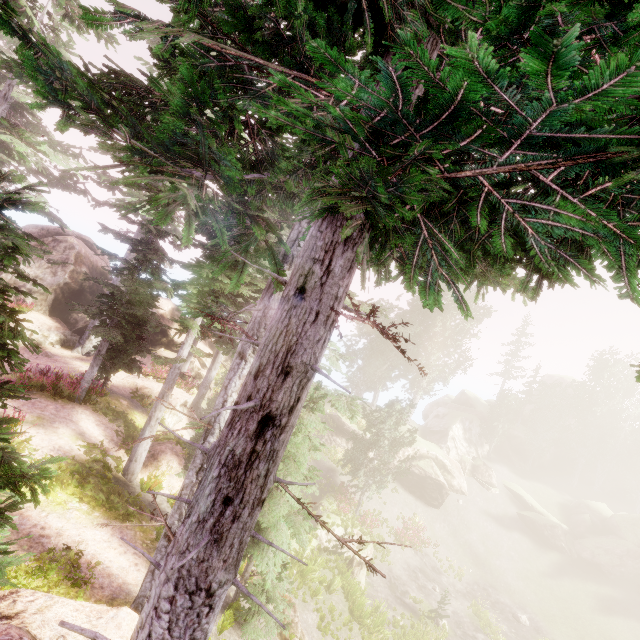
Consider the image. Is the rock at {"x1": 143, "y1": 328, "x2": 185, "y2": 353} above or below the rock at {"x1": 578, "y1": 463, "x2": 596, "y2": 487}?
below

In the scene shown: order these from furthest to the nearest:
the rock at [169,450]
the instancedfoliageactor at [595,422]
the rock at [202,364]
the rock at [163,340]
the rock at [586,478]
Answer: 1. the rock at [586,478]
2. the instancedfoliageactor at [595,422]
3. the rock at [163,340]
4. the rock at [202,364]
5. the rock at [169,450]

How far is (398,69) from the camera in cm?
143

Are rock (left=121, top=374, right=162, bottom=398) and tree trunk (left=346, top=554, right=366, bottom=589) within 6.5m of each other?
no

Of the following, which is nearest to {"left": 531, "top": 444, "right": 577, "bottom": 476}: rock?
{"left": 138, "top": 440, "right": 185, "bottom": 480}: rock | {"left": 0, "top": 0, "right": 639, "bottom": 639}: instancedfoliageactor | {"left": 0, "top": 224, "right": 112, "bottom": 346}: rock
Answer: {"left": 0, "top": 0, "right": 639, "bottom": 639}: instancedfoliageactor

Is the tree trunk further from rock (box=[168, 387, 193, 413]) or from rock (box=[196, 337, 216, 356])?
rock (box=[196, 337, 216, 356])

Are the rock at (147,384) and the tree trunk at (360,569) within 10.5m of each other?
no

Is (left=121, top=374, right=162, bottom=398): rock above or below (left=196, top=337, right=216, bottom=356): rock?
below
